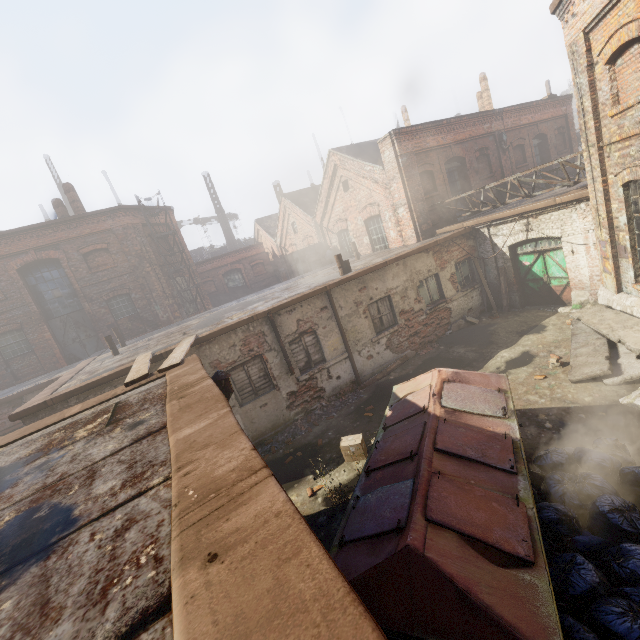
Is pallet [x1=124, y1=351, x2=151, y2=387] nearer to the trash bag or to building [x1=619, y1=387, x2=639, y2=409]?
the trash bag

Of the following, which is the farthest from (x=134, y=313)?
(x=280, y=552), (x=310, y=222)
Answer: (x=280, y=552)

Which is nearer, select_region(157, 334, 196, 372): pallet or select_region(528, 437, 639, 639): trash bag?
select_region(528, 437, 639, 639): trash bag

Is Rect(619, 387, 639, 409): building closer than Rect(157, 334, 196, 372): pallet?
No

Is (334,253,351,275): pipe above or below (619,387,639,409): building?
above

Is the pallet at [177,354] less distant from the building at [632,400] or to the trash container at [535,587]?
the trash container at [535,587]

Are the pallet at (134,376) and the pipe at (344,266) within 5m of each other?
no

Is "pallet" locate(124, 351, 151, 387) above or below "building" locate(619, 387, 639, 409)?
above
